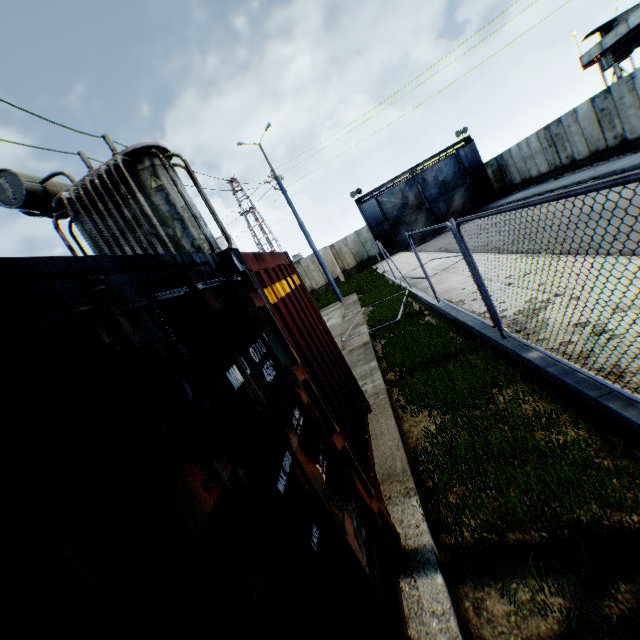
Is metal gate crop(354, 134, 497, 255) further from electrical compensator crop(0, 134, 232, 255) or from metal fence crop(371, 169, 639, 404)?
electrical compensator crop(0, 134, 232, 255)

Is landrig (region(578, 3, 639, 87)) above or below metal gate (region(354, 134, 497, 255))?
above

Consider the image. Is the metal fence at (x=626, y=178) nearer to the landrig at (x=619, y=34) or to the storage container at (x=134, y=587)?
the storage container at (x=134, y=587)

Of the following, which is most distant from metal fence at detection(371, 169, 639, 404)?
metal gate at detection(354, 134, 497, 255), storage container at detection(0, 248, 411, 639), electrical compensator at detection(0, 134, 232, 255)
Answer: metal gate at detection(354, 134, 497, 255)

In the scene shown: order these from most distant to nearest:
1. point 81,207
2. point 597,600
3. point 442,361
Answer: point 81,207, point 442,361, point 597,600

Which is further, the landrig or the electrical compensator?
the landrig

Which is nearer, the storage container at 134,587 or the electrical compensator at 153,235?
the storage container at 134,587

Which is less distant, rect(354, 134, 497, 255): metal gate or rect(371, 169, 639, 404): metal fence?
rect(371, 169, 639, 404): metal fence
